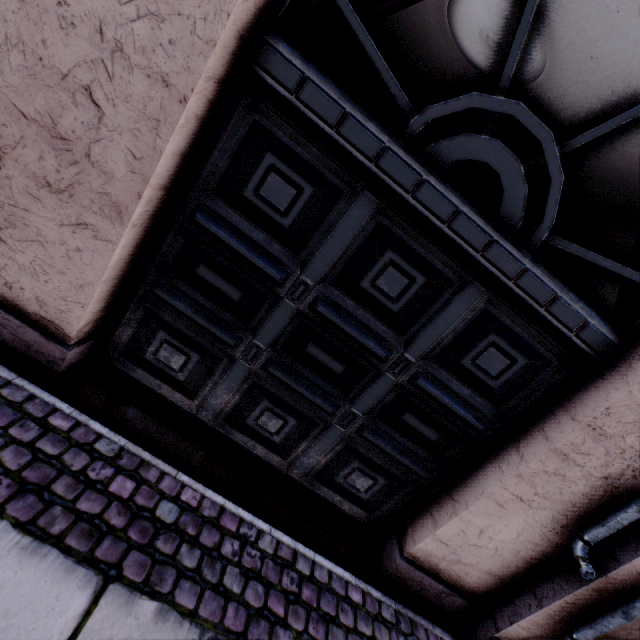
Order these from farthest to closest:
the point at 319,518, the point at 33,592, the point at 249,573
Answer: the point at 319,518 < the point at 249,573 < the point at 33,592
